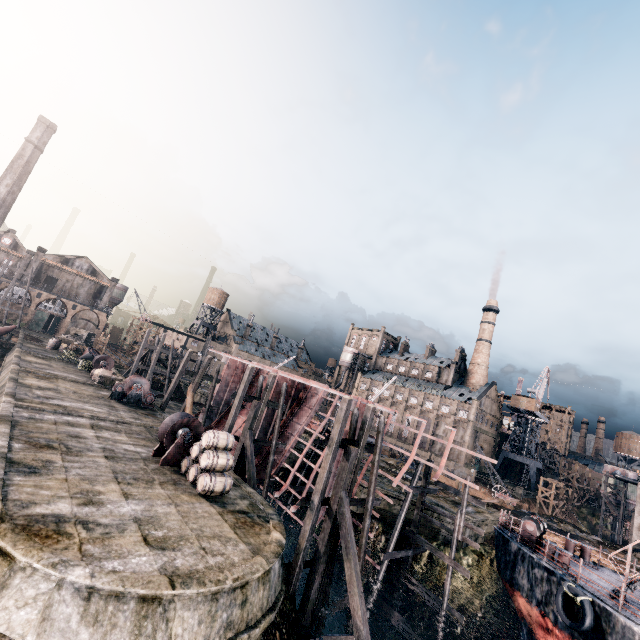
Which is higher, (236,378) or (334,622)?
(236,378)

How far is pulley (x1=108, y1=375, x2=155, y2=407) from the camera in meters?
28.3

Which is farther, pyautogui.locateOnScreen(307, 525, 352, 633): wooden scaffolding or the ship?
pyautogui.locateOnScreen(307, 525, 352, 633): wooden scaffolding

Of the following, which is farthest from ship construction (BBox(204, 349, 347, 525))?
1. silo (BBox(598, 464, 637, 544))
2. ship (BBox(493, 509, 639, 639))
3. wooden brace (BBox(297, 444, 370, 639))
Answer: silo (BBox(598, 464, 637, 544))

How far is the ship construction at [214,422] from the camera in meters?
24.6 m

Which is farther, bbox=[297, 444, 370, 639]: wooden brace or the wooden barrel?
the wooden barrel

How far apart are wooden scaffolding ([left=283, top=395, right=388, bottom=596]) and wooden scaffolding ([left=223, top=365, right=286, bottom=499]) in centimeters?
832cm

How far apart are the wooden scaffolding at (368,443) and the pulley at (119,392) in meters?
21.1 m
